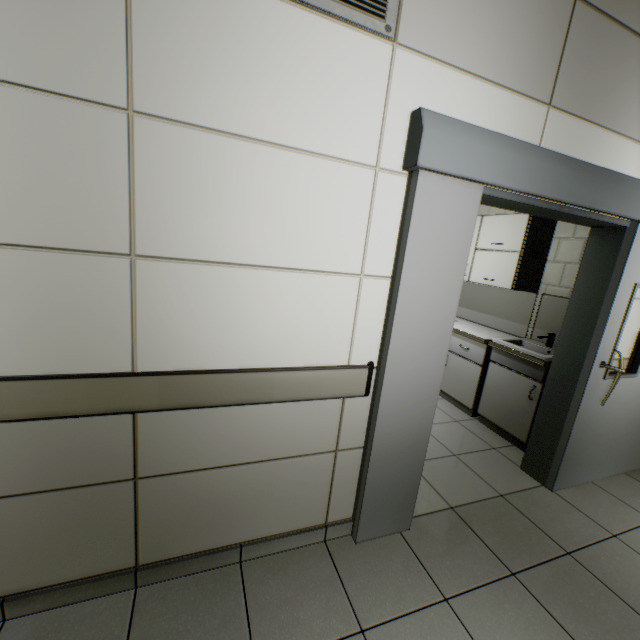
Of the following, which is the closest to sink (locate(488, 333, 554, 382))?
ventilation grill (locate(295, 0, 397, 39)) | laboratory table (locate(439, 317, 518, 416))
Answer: laboratory table (locate(439, 317, 518, 416))

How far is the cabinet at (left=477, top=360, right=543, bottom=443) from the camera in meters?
3.0

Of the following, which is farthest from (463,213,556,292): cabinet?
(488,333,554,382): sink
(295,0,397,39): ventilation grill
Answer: (295,0,397,39): ventilation grill

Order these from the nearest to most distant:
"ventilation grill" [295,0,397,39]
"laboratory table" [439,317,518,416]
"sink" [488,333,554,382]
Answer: "ventilation grill" [295,0,397,39], "sink" [488,333,554,382], "laboratory table" [439,317,518,416]

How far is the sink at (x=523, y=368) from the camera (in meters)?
2.94

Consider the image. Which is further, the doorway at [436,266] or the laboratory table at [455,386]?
the laboratory table at [455,386]

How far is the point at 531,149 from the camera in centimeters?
165cm

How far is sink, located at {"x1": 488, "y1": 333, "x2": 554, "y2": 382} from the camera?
2.94m
